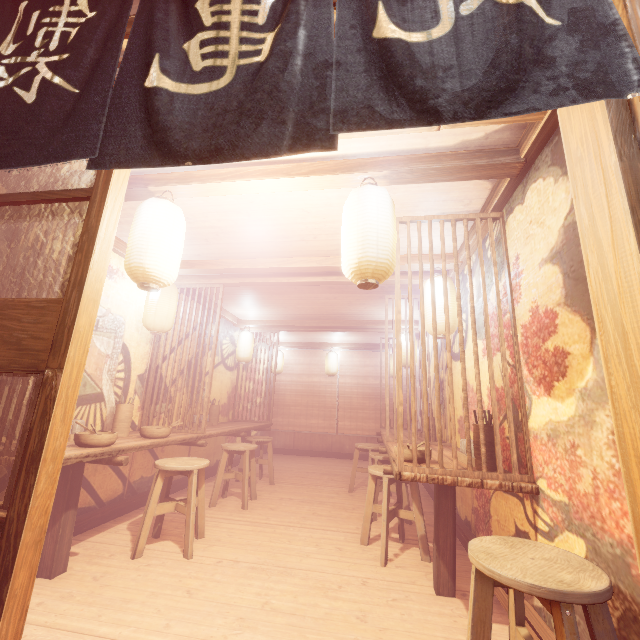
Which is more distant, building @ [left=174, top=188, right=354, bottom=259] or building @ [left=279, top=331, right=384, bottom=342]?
building @ [left=279, top=331, right=384, bottom=342]

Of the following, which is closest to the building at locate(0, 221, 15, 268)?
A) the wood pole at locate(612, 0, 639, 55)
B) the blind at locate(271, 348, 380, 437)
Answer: the blind at locate(271, 348, 380, 437)

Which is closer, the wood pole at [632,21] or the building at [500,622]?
the wood pole at [632,21]

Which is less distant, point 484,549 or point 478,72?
point 478,72

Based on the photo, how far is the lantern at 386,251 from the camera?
3.41m

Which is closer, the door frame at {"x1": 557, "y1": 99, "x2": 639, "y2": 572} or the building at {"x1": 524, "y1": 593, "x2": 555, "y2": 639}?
the door frame at {"x1": 557, "y1": 99, "x2": 639, "y2": 572}

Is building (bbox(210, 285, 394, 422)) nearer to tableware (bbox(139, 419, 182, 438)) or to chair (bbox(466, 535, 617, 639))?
chair (bbox(466, 535, 617, 639))

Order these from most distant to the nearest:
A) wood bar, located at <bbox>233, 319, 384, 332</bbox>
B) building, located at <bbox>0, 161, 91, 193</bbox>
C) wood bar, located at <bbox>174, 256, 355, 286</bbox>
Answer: wood bar, located at <bbox>233, 319, 384, 332</bbox> → wood bar, located at <bbox>174, 256, 355, 286</bbox> → building, located at <bbox>0, 161, 91, 193</bbox>
